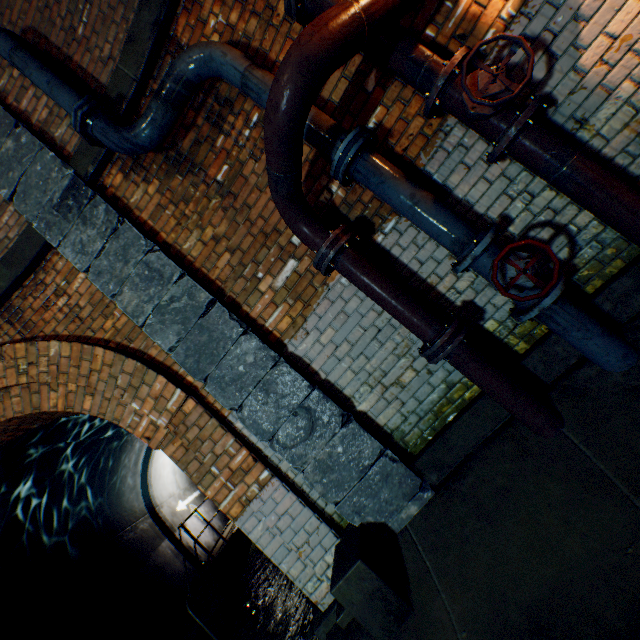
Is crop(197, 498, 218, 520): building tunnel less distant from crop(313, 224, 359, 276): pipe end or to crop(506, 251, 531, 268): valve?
crop(313, 224, 359, 276): pipe end

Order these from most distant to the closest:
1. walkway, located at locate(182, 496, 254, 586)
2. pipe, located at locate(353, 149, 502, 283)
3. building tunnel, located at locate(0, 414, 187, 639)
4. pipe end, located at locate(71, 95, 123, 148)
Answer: walkway, located at locate(182, 496, 254, 586), building tunnel, located at locate(0, 414, 187, 639), pipe end, located at locate(71, 95, 123, 148), pipe, located at locate(353, 149, 502, 283)

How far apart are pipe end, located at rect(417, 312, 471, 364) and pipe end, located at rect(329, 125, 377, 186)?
1.2m

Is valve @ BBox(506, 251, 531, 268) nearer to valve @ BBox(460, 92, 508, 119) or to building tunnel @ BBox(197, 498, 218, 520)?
valve @ BBox(460, 92, 508, 119)

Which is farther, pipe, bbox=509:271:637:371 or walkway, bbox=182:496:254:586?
walkway, bbox=182:496:254:586

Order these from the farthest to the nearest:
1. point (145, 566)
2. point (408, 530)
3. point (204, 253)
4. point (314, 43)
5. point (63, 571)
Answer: point (145, 566), point (63, 571), point (204, 253), point (408, 530), point (314, 43)

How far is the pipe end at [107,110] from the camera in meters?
2.5

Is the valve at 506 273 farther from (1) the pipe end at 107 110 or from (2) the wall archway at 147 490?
(2) the wall archway at 147 490
